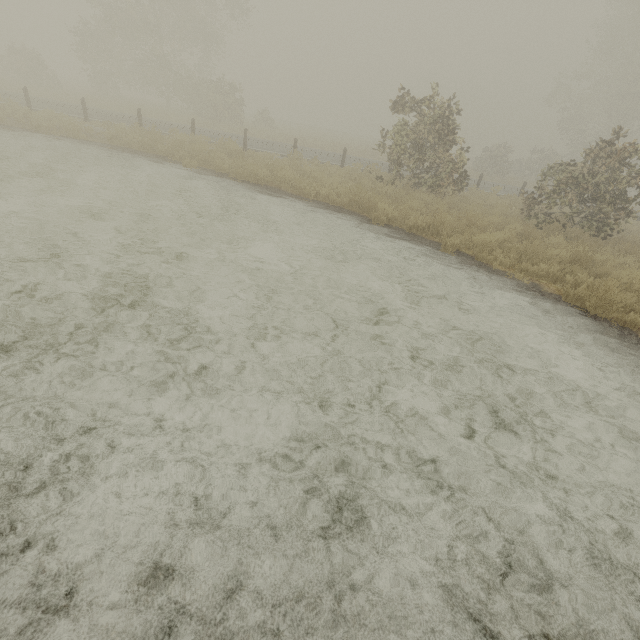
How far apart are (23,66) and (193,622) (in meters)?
40.81
